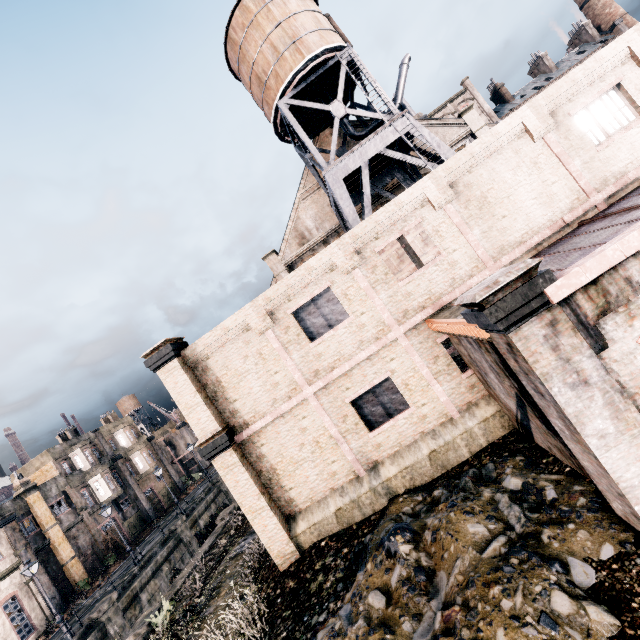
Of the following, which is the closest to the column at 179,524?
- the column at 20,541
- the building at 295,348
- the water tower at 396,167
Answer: the column at 20,541

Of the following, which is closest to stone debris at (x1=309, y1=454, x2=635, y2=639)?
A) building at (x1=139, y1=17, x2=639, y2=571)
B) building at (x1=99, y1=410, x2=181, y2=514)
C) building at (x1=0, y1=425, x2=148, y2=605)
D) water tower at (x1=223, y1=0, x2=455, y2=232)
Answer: building at (x1=139, y1=17, x2=639, y2=571)

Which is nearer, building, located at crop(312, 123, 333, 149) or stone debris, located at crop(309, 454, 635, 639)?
stone debris, located at crop(309, 454, 635, 639)

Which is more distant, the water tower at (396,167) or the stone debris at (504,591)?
the water tower at (396,167)

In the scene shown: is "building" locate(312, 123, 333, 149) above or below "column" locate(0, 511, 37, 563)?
above

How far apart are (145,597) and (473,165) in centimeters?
3573cm

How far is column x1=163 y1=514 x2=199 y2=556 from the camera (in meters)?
30.20

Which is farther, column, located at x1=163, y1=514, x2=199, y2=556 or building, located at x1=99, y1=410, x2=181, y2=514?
building, located at x1=99, y1=410, x2=181, y2=514
